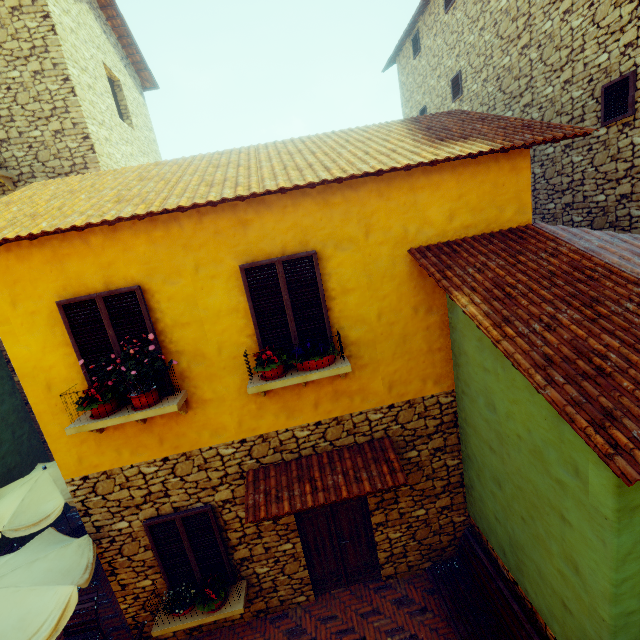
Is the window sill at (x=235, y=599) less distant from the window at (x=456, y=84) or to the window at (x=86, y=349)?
the window at (x=86, y=349)

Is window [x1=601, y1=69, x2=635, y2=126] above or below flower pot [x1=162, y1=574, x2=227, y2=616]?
above

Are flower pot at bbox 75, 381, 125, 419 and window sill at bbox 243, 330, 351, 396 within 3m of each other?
yes

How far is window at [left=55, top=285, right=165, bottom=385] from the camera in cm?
439

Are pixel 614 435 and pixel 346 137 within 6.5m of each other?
yes

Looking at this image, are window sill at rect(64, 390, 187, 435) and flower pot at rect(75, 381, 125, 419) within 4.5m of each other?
yes

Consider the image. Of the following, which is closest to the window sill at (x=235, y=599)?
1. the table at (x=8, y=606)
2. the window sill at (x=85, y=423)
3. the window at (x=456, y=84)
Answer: the table at (x=8, y=606)

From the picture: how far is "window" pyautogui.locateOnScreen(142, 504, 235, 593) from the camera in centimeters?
528cm
